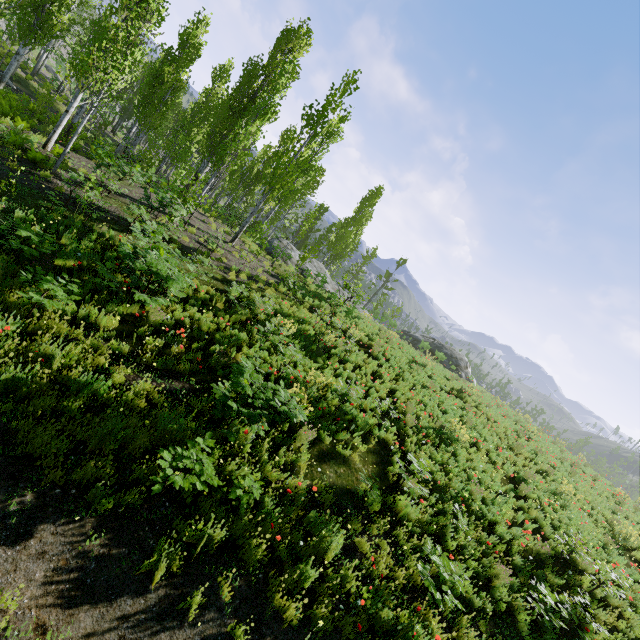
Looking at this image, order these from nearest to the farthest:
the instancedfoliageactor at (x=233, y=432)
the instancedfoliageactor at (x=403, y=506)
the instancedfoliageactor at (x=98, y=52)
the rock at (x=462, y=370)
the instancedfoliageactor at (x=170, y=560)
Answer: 1. the instancedfoliageactor at (x=170, y=560)
2. the instancedfoliageactor at (x=233, y=432)
3. the instancedfoliageactor at (x=403, y=506)
4. the instancedfoliageactor at (x=98, y=52)
5. the rock at (x=462, y=370)

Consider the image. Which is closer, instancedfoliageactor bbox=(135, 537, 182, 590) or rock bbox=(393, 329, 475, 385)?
instancedfoliageactor bbox=(135, 537, 182, 590)

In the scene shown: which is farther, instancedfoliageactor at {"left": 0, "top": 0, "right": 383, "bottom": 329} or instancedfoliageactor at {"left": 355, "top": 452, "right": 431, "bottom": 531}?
instancedfoliageactor at {"left": 0, "top": 0, "right": 383, "bottom": 329}

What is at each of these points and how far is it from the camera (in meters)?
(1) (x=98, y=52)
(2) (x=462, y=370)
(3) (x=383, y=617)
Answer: (1) instancedfoliageactor, 10.02
(2) rock, 33.94
(3) instancedfoliageactor, 5.07

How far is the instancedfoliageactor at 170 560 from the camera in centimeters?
401cm

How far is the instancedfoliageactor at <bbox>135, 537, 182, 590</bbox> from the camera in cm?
401
